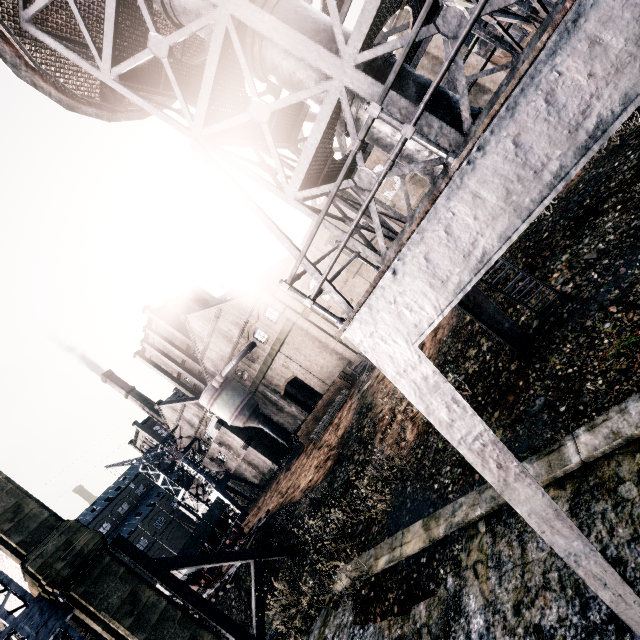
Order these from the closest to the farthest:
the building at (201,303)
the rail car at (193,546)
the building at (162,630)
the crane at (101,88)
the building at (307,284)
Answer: the crane at (101,88), the building at (162,630), the rail car at (193,546), the building at (307,284), the building at (201,303)

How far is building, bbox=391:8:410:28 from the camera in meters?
21.9 m

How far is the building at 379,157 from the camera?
26.6m

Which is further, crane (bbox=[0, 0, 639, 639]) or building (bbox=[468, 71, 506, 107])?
building (bbox=[468, 71, 506, 107])

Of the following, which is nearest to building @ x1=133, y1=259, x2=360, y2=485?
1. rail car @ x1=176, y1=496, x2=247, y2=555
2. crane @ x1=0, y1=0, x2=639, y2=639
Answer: rail car @ x1=176, y1=496, x2=247, y2=555

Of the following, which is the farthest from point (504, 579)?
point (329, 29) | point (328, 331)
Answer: point (328, 331)
